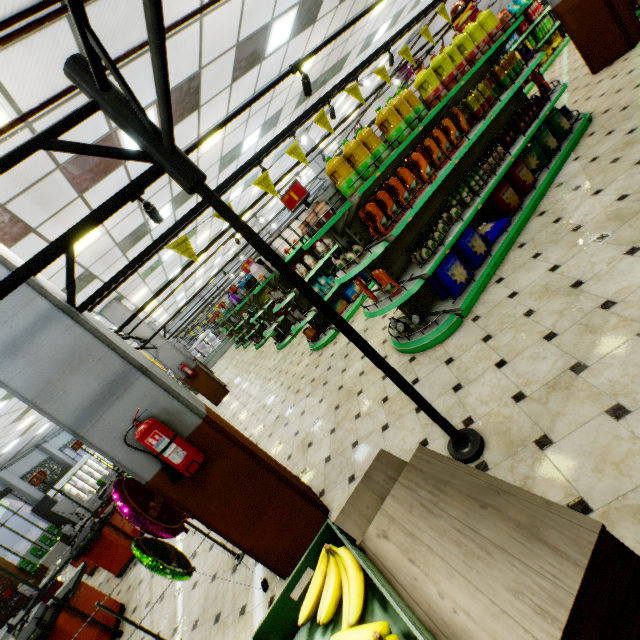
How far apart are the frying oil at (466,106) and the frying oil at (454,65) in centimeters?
22cm

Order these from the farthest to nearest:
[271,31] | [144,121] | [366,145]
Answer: [271,31], [366,145], [144,121]

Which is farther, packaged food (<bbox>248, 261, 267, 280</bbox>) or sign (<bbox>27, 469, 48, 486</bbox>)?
packaged food (<bbox>248, 261, 267, 280</bbox>)

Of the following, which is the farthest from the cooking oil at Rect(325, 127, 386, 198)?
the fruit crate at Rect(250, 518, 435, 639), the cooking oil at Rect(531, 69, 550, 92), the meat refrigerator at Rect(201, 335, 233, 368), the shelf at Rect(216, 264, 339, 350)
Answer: → the meat refrigerator at Rect(201, 335, 233, 368)

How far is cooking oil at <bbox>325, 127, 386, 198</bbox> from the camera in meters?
3.6

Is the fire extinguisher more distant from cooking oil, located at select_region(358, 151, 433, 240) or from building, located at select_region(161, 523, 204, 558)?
cooking oil, located at select_region(358, 151, 433, 240)

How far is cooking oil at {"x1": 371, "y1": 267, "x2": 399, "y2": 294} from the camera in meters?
3.7

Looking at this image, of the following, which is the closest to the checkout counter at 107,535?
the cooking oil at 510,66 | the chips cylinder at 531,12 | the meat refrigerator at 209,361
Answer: the cooking oil at 510,66
